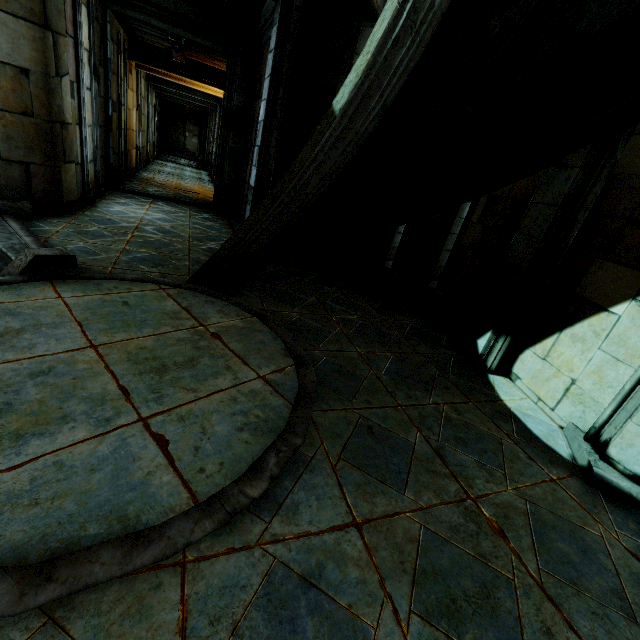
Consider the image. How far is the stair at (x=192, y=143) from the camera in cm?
3341

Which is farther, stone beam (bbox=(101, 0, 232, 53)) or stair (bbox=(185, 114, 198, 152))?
stair (bbox=(185, 114, 198, 152))

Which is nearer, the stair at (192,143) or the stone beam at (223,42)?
the stone beam at (223,42)

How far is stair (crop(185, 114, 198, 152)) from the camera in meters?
33.4

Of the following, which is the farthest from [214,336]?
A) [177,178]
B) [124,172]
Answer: [177,178]

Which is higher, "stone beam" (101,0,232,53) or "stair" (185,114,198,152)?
"stone beam" (101,0,232,53)
